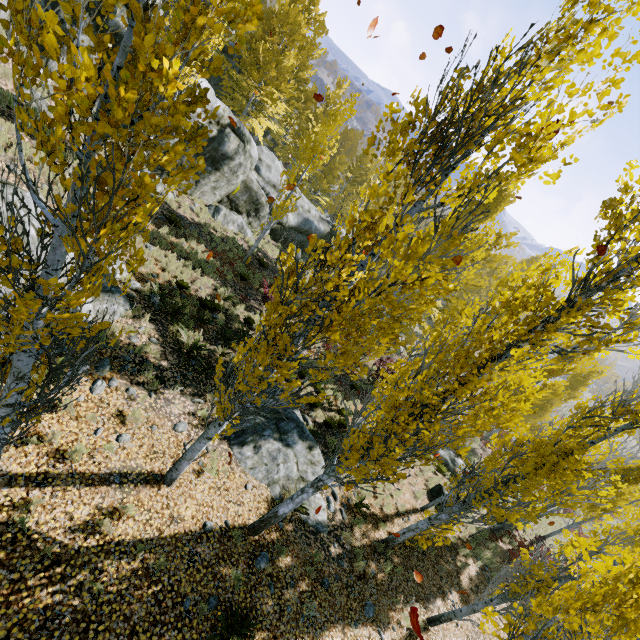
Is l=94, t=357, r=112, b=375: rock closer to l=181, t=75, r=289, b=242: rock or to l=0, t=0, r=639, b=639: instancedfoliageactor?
l=181, t=75, r=289, b=242: rock

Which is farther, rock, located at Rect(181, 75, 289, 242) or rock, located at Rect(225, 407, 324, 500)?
rock, located at Rect(181, 75, 289, 242)

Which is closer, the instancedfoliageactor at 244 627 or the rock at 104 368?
the instancedfoliageactor at 244 627

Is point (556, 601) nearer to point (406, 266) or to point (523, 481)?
point (406, 266)

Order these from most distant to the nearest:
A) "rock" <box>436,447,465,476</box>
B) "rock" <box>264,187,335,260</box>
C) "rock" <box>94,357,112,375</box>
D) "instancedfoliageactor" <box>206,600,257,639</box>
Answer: "rock" <box>264,187,335,260</box> → "rock" <box>436,447,465,476</box> → "rock" <box>94,357,112,375</box> → "instancedfoliageactor" <box>206,600,257,639</box>

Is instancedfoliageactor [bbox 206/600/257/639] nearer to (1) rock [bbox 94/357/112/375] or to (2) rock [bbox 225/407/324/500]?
(2) rock [bbox 225/407/324/500]

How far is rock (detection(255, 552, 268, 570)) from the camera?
6.9m

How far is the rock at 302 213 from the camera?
24.3 meters
